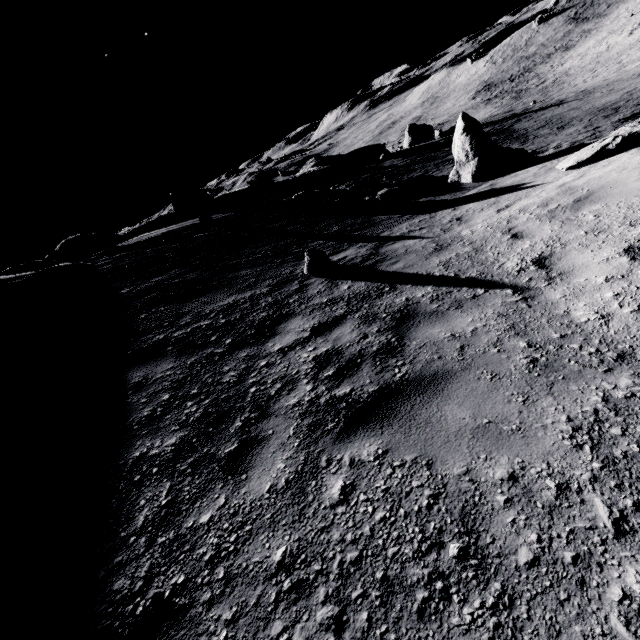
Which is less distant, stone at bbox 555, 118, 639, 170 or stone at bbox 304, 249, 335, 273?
stone at bbox 304, 249, 335, 273

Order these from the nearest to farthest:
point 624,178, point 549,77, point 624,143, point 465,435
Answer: point 465,435
point 624,178
point 624,143
point 549,77

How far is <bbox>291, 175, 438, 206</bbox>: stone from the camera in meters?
14.4 m

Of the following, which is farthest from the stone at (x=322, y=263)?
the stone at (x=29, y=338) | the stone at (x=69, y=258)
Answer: the stone at (x=69, y=258)

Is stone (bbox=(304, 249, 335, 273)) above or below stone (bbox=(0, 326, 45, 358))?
below

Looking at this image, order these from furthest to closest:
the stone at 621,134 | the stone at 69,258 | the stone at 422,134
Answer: the stone at 422,134
the stone at 69,258
the stone at 621,134

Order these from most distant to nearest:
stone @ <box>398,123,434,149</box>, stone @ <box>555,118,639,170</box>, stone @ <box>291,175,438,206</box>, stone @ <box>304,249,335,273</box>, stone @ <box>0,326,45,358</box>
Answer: stone @ <box>398,123,434,149</box> < stone @ <box>291,175,438,206</box> < stone @ <box>555,118,639,170</box> < stone @ <box>304,249,335,273</box> < stone @ <box>0,326,45,358</box>

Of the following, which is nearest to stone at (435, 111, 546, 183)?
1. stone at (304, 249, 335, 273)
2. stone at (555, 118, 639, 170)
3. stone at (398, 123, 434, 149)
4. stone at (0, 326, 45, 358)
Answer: stone at (555, 118, 639, 170)
